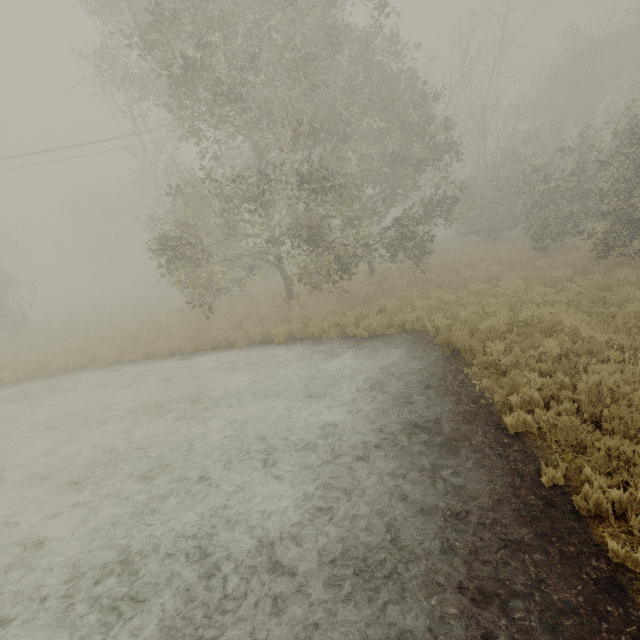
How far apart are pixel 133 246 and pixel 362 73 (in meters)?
42.66
